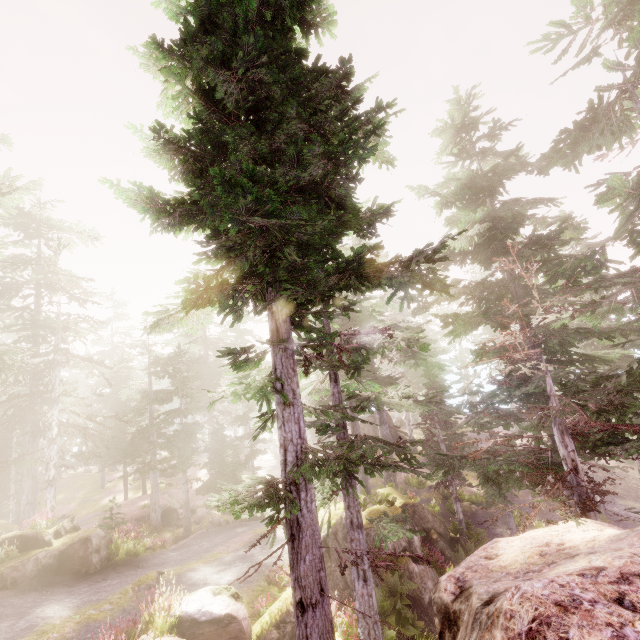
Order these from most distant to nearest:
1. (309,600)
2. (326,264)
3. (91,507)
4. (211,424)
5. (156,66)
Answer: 1. (211,424)
2. (91,507)
3. (326,264)
4. (156,66)
5. (309,600)

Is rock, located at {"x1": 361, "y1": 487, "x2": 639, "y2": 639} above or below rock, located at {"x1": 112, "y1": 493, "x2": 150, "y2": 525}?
above

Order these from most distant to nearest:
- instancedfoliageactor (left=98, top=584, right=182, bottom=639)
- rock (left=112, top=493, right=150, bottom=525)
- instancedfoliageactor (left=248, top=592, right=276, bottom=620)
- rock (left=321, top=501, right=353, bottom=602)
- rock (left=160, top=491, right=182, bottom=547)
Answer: rock (left=112, top=493, right=150, bottom=525)
rock (left=160, top=491, right=182, bottom=547)
rock (left=321, top=501, right=353, bottom=602)
instancedfoliageactor (left=248, top=592, right=276, bottom=620)
instancedfoliageactor (left=98, top=584, right=182, bottom=639)

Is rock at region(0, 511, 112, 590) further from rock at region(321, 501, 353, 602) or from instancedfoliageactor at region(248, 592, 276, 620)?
rock at region(321, 501, 353, 602)

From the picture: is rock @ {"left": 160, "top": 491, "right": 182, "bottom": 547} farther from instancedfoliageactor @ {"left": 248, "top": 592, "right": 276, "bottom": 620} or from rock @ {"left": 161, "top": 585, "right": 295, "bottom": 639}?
rock @ {"left": 161, "top": 585, "right": 295, "bottom": 639}

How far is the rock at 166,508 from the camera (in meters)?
20.61

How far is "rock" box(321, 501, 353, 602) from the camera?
14.0 meters

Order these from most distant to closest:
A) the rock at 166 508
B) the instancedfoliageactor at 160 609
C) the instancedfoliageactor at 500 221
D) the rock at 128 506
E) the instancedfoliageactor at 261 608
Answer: the rock at 128 506 → the rock at 166 508 → the instancedfoliageactor at 261 608 → the instancedfoliageactor at 160 609 → the instancedfoliageactor at 500 221
